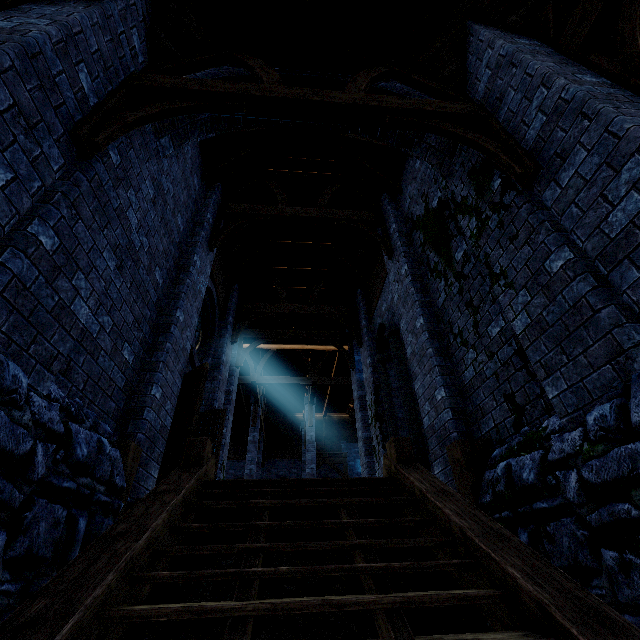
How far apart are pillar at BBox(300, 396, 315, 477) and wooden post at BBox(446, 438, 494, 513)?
12.7 meters

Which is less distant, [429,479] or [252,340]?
[429,479]

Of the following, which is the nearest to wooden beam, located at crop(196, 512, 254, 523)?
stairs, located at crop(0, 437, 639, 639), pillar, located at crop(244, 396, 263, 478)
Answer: stairs, located at crop(0, 437, 639, 639)

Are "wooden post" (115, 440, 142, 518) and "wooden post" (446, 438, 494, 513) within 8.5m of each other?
yes

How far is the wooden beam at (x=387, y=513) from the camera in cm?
432

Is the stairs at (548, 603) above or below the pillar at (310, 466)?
below

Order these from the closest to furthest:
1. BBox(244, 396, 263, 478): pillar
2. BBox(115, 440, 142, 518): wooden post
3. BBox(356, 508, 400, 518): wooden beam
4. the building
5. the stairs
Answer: the stairs → the building → BBox(115, 440, 142, 518): wooden post → BBox(356, 508, 400, 518): wooden beam → BBox(244, 396, 263, 478): pillar

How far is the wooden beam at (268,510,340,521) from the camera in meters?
4.2 m
